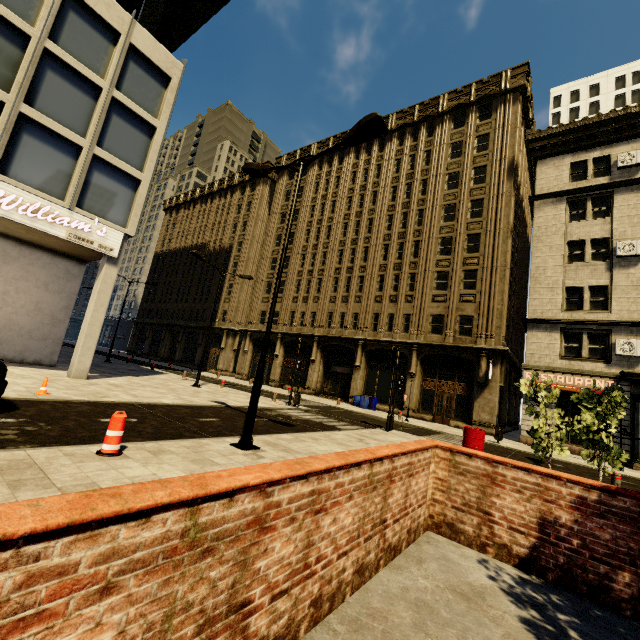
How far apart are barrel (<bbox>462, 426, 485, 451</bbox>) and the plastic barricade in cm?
944

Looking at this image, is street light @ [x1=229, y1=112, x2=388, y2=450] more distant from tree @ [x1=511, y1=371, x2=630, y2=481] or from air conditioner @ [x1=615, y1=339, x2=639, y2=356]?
air conditioner @ [x1=615, y1=339, x2=639, y2=356]

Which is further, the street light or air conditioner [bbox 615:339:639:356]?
air conditioner [bbox 615:339:639:356]

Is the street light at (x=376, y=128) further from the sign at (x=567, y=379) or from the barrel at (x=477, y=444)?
the sign at (x=567, y=379)

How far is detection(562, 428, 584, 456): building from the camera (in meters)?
18.45

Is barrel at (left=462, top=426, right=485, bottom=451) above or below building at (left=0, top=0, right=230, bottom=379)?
below

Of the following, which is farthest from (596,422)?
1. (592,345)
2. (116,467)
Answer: (592,345)

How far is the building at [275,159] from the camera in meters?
36.3
